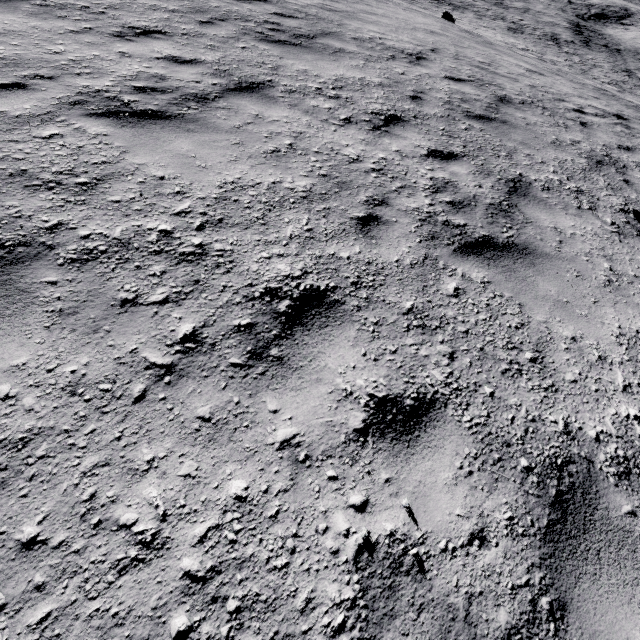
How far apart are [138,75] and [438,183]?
4.2 meters
